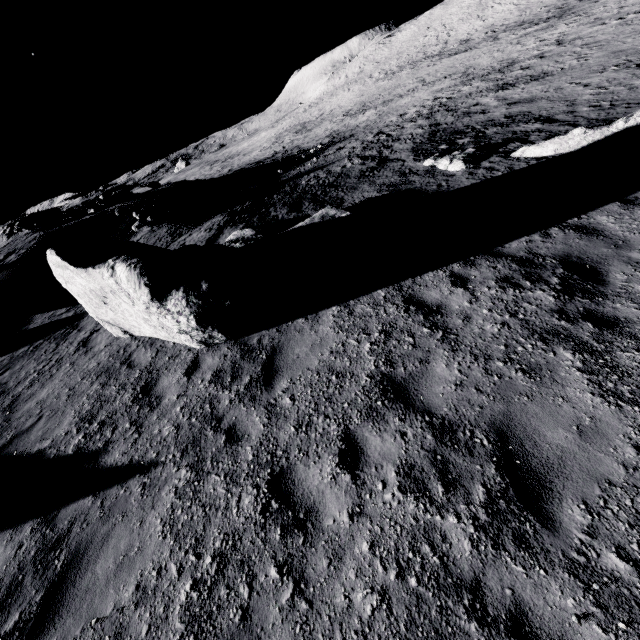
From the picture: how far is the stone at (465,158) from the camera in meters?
11.5 m

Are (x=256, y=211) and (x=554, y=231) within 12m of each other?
no

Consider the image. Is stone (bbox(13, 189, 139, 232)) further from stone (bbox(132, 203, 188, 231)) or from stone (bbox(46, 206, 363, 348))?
stone (bbox(46, 206, 363, 348))

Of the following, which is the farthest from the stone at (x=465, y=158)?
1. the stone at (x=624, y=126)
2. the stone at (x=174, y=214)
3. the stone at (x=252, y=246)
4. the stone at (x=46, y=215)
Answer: the stone at (x=46, y=215)

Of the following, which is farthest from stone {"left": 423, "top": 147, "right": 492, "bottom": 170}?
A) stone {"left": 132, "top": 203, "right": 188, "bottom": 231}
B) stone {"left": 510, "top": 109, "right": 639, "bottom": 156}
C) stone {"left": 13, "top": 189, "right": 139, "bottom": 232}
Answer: stone {"left": 13, "top": 189, "right": 139, "bottom": 232}

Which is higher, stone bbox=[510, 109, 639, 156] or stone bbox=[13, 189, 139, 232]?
stone bbox=[13, 189, 139, 232]

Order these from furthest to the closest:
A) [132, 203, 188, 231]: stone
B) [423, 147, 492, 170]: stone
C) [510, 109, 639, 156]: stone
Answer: [132, 203, 188, 231]: stone < [423, 147, 492, 170]: stone < [510, 109, 639, 156]: stone

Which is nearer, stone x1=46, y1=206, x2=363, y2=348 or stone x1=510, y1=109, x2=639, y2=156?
stone x1=46, y1=206, x2=363, y2=348
